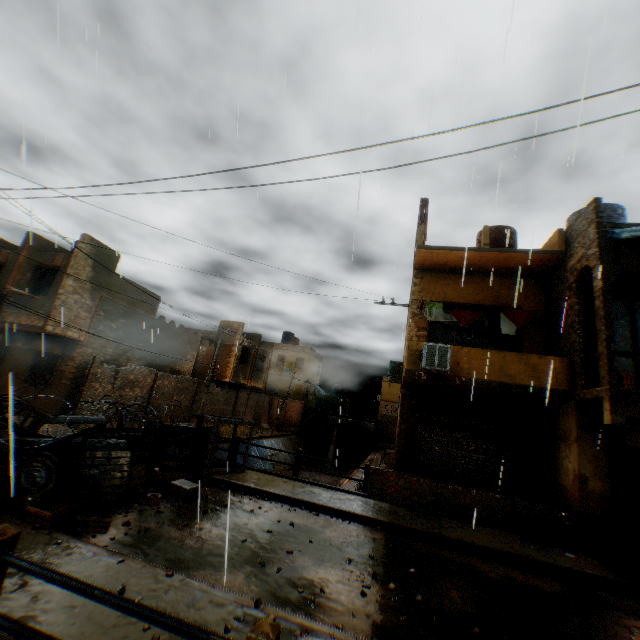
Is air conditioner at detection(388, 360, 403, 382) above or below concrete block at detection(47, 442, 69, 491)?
above

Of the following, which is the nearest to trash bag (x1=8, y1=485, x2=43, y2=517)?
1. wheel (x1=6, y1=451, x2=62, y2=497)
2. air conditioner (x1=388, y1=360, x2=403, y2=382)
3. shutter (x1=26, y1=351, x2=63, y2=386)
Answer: wheel (x1=6, y1=451, x2=62, y2=497)

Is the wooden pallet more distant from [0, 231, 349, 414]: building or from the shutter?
the shutter

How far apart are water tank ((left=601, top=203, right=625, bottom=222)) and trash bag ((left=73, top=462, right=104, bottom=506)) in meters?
15.1

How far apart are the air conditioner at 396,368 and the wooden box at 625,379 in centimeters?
859cm

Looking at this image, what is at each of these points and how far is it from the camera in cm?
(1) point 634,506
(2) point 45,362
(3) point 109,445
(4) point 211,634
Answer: (1) wooden gate, 853
(2) shutter, 1590
(3) concrete block, 717
(4) bridge, 211

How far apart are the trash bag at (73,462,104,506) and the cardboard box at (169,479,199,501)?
1.52m

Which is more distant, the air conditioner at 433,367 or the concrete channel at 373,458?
the concrete channel at 373,458
